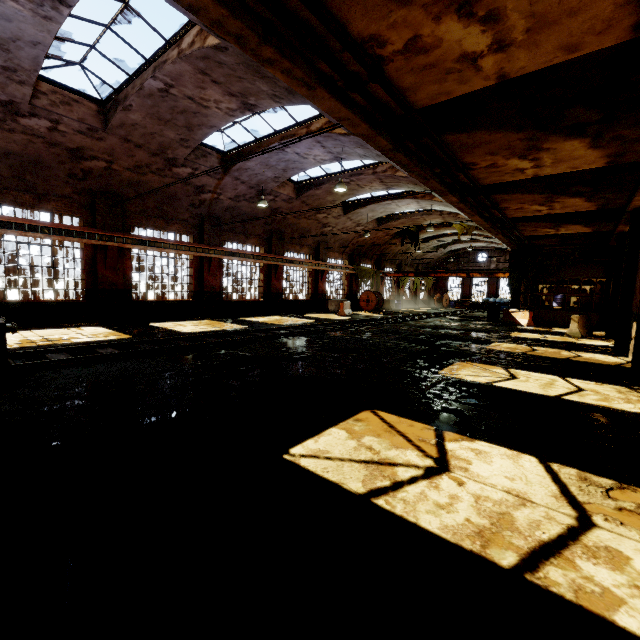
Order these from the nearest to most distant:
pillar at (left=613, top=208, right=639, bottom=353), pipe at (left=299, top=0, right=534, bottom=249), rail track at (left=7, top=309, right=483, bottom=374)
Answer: pipe at (left=299, top=0, right=534, bottom=249)
rail track at (left=7, top=309, right=483, bottom=374)
pillar at (left=613, top=208, right=639, bottom=353)

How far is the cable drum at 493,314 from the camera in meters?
22.9

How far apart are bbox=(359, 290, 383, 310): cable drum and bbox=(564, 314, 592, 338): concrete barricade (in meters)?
14.15

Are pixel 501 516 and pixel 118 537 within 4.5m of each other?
yes

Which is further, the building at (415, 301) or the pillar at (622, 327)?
the building at (415, 301)

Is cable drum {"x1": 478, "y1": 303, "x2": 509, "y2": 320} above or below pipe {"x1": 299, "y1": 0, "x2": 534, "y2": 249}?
below

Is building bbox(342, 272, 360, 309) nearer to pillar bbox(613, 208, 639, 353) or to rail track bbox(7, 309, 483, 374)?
rail track bbox(7, 309, 483, 374)

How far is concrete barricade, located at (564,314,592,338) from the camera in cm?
1509
